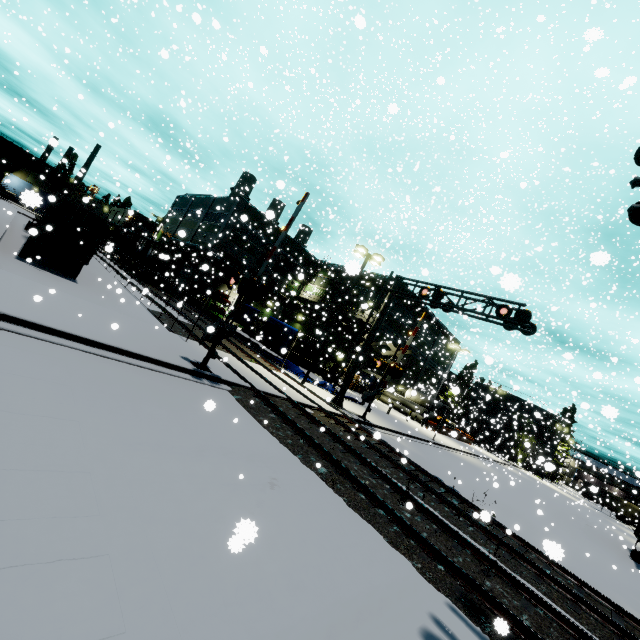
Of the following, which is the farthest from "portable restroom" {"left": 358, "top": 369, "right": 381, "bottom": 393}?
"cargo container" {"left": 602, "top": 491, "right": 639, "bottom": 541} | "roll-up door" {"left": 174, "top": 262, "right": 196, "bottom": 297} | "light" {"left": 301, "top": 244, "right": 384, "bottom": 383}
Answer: "cargo container" {"left": 602, "top": 491, "right": 639, "bottom": 541}

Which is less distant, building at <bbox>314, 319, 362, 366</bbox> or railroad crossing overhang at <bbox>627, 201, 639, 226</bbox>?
railroad crossing overhang at <bbox>627, 201, 639, 226</bbox>

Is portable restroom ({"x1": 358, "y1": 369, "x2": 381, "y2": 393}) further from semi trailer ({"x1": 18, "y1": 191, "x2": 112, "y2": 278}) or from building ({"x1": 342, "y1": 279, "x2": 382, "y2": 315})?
semi trailer ({"x1": 18, "y1": 191, "x2": 112, "y2": 278})

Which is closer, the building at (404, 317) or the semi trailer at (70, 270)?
the semi trailer at (70, 270)

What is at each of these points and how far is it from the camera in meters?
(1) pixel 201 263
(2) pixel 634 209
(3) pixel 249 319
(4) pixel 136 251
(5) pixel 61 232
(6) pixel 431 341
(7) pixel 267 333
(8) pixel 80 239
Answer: (1) building, 40.3 m
(2) railroad crossing overhang, 6.1 m
(3) tarp, 14.7 m
(4) cargo car, 42.6 m
(5) semi trailer door, 16.7 m
(6) building, 51.1 m
(7) tarp, 26.5 m
(8) semi trailer door, 17.7 m

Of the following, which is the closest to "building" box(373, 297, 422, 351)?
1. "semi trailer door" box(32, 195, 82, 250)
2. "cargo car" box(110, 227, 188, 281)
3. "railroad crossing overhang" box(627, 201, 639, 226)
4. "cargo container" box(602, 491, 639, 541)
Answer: "cargo car" box(110, 227, 188, 281)

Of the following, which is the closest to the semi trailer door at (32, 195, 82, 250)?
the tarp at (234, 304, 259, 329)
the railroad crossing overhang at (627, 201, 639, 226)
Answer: the tarp at (234, 304, 259, 329)

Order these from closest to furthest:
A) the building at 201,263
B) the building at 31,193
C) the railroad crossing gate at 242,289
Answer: the building at 31,193 → the railroad crossing gate at 242,289 → the building at 201,263
